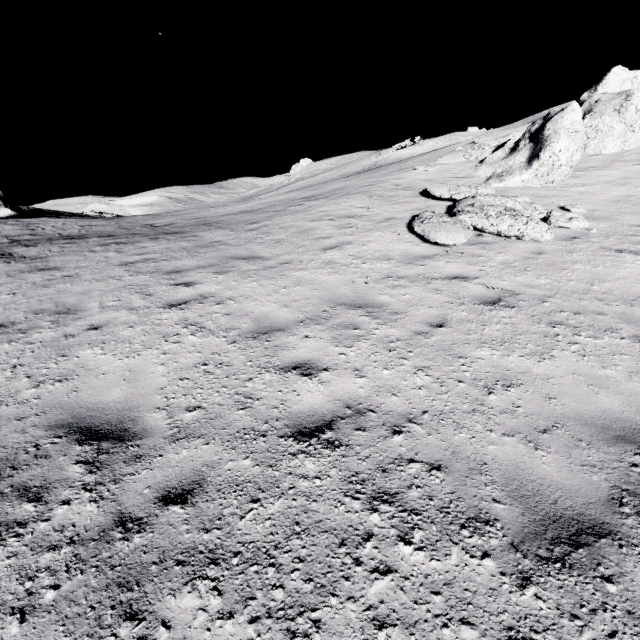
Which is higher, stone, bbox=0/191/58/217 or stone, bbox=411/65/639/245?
stone, bbox=0/191/58/217

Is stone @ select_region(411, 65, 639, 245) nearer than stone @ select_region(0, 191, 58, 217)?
Yes

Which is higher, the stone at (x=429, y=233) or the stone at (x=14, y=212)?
the stone at (x=14, y=212)

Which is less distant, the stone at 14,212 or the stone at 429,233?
the stone at 429,233

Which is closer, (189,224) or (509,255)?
(509,255)
